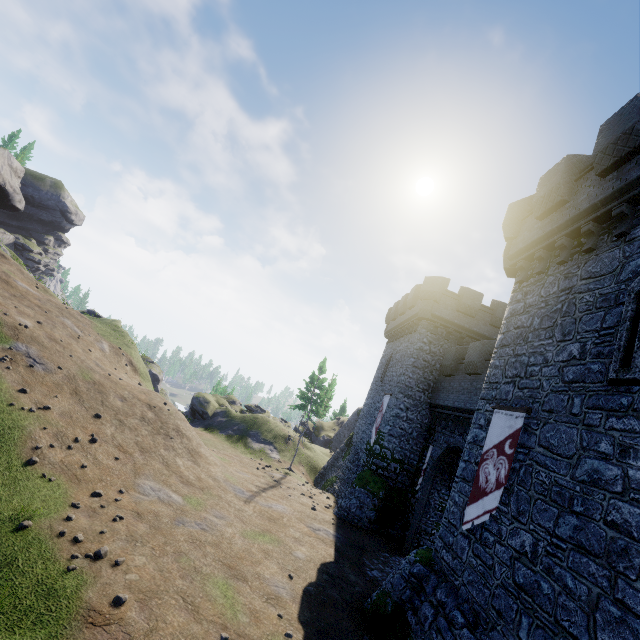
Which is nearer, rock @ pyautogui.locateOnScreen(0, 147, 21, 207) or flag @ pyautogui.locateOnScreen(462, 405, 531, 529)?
flag @ pyautogui.locateOnScreen(462, 405, 531, 529)

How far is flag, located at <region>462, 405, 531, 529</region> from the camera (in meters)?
9.10

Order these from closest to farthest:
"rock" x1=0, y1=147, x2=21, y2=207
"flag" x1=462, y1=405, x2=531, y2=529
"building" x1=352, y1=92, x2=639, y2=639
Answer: "building" x1=352, y1=92, x2=639, y2=639
"flag" x1=462, y1=405, x2=531, y2=529
"rock" x1=0, y1=147, x2=21, y2=207

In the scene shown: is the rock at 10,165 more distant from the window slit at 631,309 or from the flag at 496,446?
the window slit at 631,309

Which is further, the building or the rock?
the rock

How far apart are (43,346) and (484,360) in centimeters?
2388cm

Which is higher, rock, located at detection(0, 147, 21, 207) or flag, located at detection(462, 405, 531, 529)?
rock, located at detection(0, 147, 21, 207)

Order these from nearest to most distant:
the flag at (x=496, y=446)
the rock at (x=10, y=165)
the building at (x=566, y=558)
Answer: the building at (x=566, y=558)
the flag at (x=496, y=446)
the rock at (x=10, y=165)
